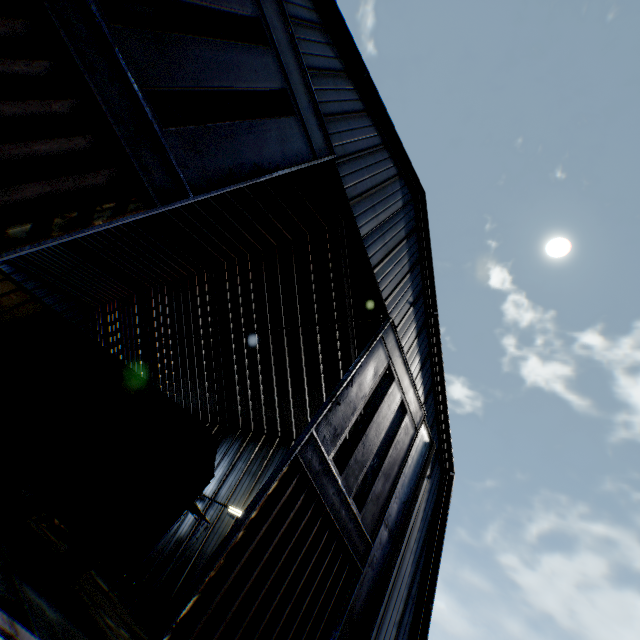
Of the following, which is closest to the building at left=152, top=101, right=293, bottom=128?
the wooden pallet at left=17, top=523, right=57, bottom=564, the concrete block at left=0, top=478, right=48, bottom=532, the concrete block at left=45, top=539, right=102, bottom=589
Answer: the concrete block at left=45, top=539, right=102, bottom=589

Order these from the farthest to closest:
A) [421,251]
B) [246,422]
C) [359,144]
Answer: [246,422] → [421,251] → [359,144]

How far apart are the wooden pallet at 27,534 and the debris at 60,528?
7.6 meters

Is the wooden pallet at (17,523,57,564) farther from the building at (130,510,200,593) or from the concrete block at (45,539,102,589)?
the building at (130,510,200,593)

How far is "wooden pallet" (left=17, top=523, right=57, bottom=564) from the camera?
8.5m

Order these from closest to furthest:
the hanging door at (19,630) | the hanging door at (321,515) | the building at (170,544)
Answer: the hanging door at (19,630), the hanging door at (321,515), the building at (170,544)

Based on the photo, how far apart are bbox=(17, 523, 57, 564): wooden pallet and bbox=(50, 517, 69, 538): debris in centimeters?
764cm

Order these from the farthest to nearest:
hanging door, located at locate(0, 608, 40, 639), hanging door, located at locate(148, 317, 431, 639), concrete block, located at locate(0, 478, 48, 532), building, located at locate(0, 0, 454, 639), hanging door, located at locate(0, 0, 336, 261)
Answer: building, located at locate(0, 0, 454, 639), concrete block, located at locate(0, 478, 48, 532), hanging door, located at locate(148, 317, 431, 639), hanging door, located at locate(0, 0, 336, 261), hanging door, located at locate(0, 608, 40, 639)
